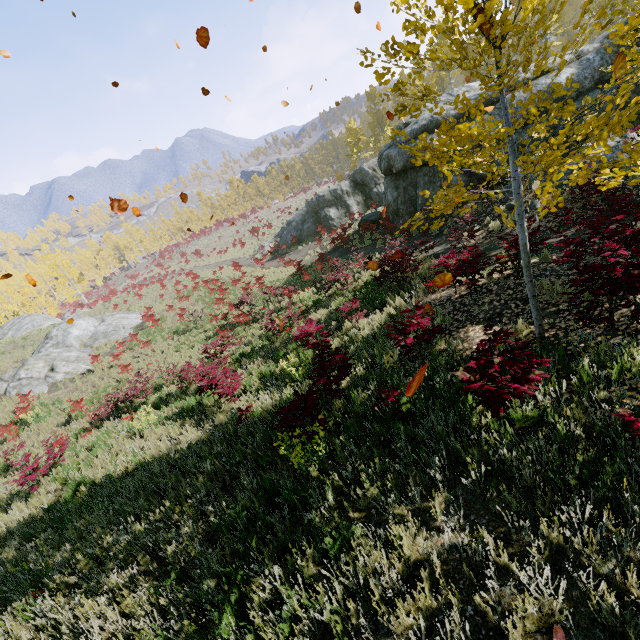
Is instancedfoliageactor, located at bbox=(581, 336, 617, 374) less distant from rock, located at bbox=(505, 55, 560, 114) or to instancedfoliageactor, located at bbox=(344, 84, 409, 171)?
instancedfoliageactor, located at bbox=(344, 84, 409, 171)

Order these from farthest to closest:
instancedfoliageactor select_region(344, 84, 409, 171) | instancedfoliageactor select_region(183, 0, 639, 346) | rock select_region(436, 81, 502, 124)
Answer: instancedfoliageactor select_region(344, 84, 409, 171)
rock select_region(436, 81, 502, 124)
instancedfoliageactor select_region(183, 0, 639, 346)

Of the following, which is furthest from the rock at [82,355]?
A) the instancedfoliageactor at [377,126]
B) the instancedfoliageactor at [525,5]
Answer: the instancedfoliageactor at [377,126]

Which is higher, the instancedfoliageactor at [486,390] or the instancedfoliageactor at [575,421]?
the instancedfoliageactor at [486,390]

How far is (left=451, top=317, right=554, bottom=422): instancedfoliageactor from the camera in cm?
357

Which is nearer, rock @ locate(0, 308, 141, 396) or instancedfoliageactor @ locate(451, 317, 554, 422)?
instancedfoliageactor @ locate(451, 317, 554, 422)

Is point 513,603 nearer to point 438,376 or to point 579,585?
point 579,585

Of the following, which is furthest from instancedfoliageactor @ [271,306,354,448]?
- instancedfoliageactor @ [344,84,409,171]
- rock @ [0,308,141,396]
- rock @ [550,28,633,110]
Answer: rock @ [0,308,141,396]
